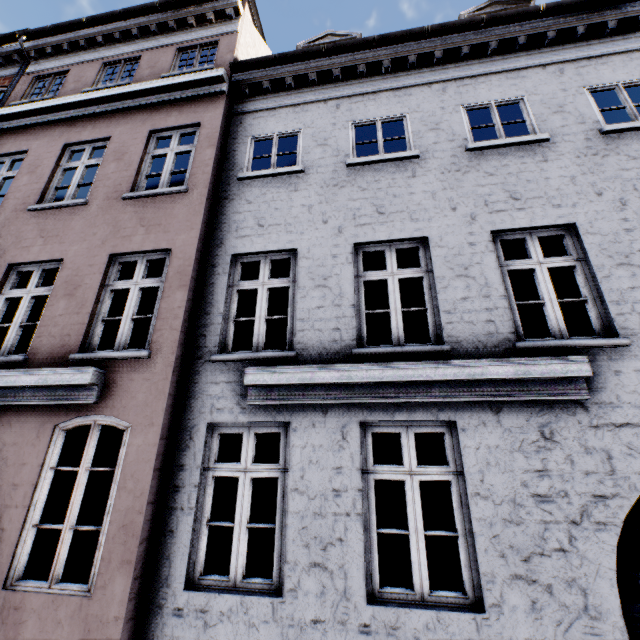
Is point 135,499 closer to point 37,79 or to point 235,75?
point 235,75
